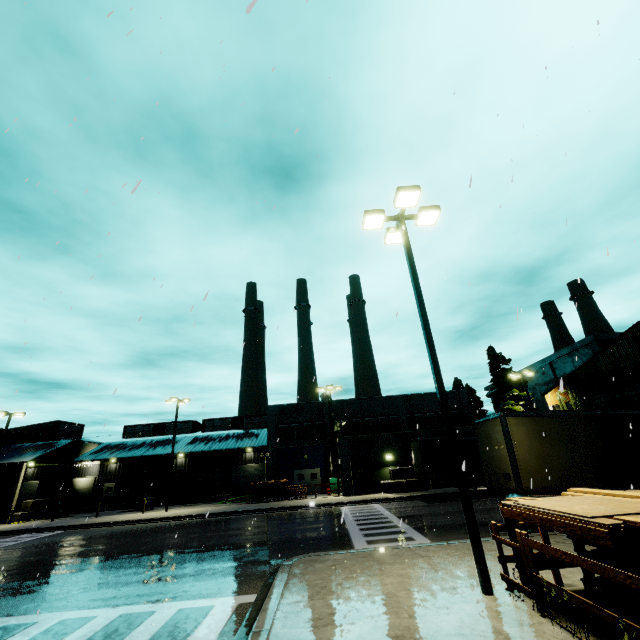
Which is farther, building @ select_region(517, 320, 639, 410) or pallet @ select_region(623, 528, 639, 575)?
building @ select_region(517, 320, 639, 410)

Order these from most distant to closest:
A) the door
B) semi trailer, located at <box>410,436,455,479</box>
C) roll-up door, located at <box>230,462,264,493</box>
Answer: roll-up door, located at <box>230,462,264,493</box> < the door < semi trailer, located at <box>410,436,455,479</box>

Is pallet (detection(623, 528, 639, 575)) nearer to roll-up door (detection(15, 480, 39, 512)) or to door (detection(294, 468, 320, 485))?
roll-up door (detection(15, 480, 39, 512))

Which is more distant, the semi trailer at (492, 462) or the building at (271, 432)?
the building at (271, 432)

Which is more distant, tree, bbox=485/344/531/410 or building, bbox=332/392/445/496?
tree, bbox=485/344/531/410

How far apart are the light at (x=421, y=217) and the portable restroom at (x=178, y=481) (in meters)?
39.21

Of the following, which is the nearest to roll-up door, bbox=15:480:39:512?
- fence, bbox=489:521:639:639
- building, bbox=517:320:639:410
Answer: building, bbox=517:320:639:410

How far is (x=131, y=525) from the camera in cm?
2344
